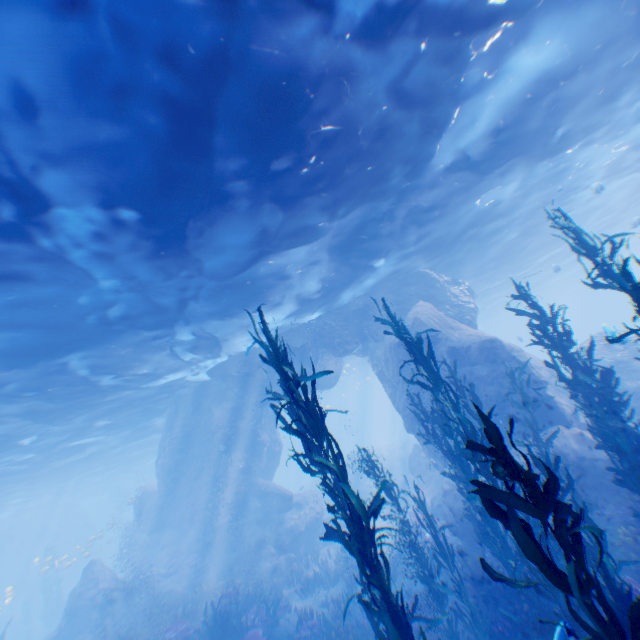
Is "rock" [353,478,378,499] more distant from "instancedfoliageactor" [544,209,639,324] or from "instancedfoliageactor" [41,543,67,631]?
"instancedfoliageactor" [41,543,67,631]

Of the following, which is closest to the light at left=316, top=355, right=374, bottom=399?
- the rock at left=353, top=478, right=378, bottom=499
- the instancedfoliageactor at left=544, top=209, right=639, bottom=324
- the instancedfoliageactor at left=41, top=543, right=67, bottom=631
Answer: the instancedfoliageactor at left=544, top=209, right=639, bottom=324

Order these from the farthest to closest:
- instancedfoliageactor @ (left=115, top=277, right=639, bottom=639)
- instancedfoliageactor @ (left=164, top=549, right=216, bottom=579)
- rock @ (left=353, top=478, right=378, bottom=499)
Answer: rock @ (left=353, top=478, right=378, bottom=499)
instancedfoliageactor @ (left=164, top=549, right=216, bottom=579)
instancedfoliageactor @ (left=115, top=277, right=639, bottom=639)

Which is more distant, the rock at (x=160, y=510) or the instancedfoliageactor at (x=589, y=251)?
the rock at (x=160, y=510)

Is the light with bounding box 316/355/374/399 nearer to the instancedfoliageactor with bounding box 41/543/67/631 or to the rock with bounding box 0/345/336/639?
the rock with bounding box 0/345/336/639

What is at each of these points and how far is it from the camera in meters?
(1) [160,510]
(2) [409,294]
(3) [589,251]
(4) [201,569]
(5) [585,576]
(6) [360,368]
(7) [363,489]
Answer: (1) rock, 23.7 m
(2) rock, 18.4 m
(3) instancedfoliageactor, 6.8 m
(4) instancedfoliageactor, 18.8 m
(5) instancedfoliageactor, 2.5 m
(6) light, 45.3 m
(7) rock, 29.1 m

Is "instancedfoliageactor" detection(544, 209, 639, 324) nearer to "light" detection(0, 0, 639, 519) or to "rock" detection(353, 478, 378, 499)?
"light" detection(0, 0, 639, 519)

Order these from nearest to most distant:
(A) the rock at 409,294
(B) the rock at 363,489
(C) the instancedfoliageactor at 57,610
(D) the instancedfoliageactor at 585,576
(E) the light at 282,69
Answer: (D) the instancedfoliageactor at 585,576
(E) the light at 282,69
(A) the rock at 409,294
(C) the instancedfoliageactor at 57,610
(B) the rock at 363,489
